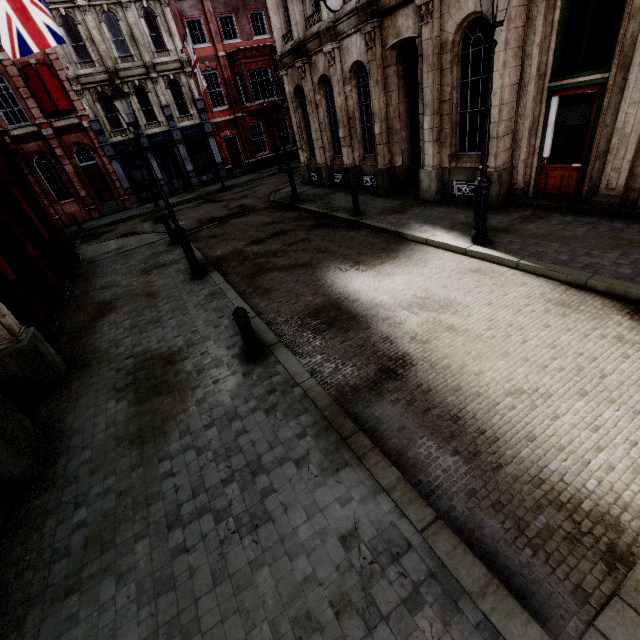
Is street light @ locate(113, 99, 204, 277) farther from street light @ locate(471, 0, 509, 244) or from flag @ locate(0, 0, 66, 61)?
street light @ locate(471, 0, 509, 244)

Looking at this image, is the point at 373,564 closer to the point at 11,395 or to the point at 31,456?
the point at 31,456

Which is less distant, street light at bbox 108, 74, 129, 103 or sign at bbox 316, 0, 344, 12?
street light at bbox 108, 74, 129, 103

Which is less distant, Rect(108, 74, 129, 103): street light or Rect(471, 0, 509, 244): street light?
Rect(471, 0, 509, 244): street light

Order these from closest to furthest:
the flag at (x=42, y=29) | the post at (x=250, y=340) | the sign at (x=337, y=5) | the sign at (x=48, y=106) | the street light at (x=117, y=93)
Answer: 1. the post at (x=250, y=340)
2. the street light at (x=117, y=93)
3. the flag at (x=42, y=29)
4. the sign at (x=337, y=5)
5. the sign at (x=48, y=106)

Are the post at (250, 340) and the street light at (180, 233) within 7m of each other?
yes

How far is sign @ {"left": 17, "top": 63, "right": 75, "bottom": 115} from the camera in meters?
19.8 m

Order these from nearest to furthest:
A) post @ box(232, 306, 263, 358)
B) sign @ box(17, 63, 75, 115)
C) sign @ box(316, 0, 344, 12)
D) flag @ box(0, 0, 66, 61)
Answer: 1. post @ box(232, 306, 263, 358)
2. flag @ box(0, 0, 66, 61)
3. sign @ box(316, 0, 344, 12)
4. sign @ box(17, 63, 75, 115)
